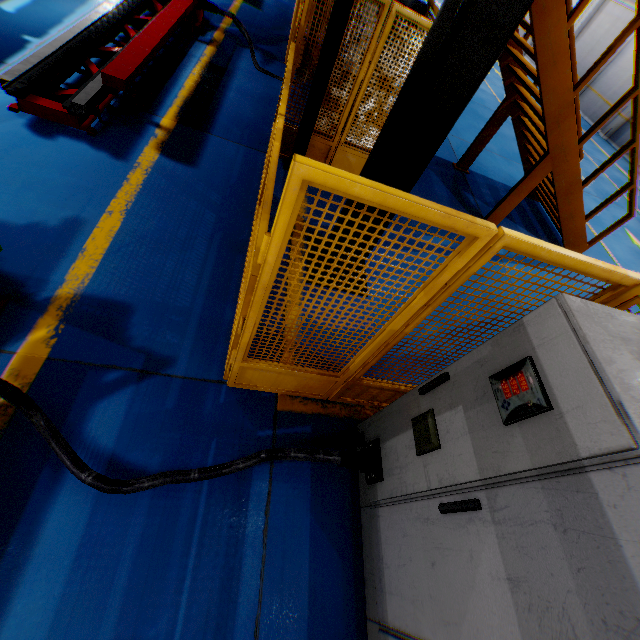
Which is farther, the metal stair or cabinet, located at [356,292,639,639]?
the metal stair

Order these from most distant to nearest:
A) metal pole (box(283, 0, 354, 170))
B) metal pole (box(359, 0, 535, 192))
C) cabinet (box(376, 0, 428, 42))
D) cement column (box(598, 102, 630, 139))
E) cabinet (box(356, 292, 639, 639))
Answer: cement column (box(598, 102, 630, 139)), cabinet (box(376, 0, 428, 42)), metal pole (box(283, 0, 354, 170)), metal pole (box(359, 0, 535, 192)), cabinet (box(356, 292, 639, 639))

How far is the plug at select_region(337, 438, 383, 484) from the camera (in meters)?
2.50

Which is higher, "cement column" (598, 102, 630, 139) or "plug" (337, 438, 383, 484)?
"cement column" (598, 102, 630, 139)

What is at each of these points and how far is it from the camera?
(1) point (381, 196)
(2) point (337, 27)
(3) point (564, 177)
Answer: (1) metal panel, 1.3m
(2) metal pole, 3.8m
(3) metal stair, 5.6m

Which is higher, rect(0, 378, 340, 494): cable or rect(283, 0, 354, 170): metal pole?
rect(283, 0, 354, 170): metal pole

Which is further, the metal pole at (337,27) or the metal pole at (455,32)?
the metal pole at (337,27)

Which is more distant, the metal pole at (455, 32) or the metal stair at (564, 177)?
the metal stair at (564, 177)
